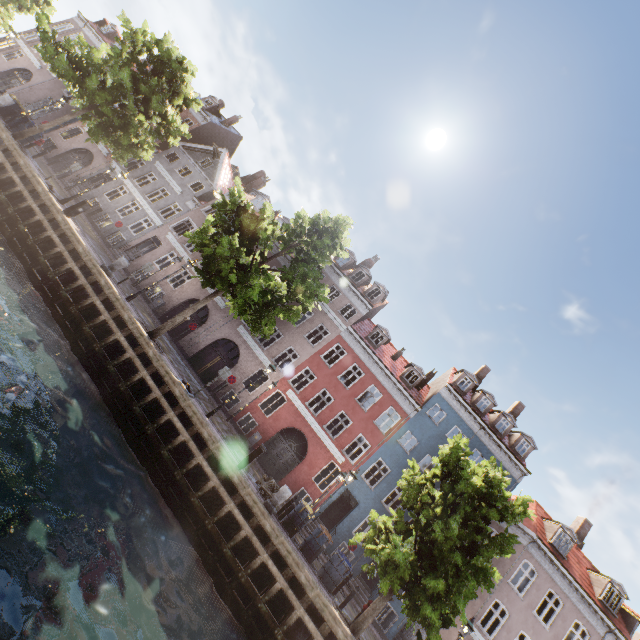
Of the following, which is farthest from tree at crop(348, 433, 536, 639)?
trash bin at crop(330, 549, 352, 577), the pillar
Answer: the pillar

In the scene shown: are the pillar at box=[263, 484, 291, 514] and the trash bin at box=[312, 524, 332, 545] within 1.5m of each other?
no

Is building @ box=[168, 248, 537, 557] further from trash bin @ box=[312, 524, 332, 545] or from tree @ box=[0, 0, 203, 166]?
trash bin @ box=[312, 524, 332, 545]

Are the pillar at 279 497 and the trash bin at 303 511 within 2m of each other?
yes

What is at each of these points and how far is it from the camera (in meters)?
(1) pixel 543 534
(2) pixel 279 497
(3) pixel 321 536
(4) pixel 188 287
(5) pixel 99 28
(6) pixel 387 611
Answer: (1) building, 21.44
(2) pillar, 12.62
(3) trash bin, 13.83
(4) building, 24.70
(5) building, 34.25
(6) building, 19.09

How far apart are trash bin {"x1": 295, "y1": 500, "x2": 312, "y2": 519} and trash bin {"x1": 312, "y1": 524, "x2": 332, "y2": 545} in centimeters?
43cm

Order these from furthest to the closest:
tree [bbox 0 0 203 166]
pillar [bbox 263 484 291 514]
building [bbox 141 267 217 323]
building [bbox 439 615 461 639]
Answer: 1. building [bbox 141 267 217 323]
2. building [bbox 439 615 461 639]
3. tree [bbox 0 0 203 166]
4. pillar [bbox 263 484 291 514]

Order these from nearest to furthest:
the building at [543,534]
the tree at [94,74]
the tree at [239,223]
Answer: the tree at [239,223]
the tree at [94,74]
the building at [543,534]
